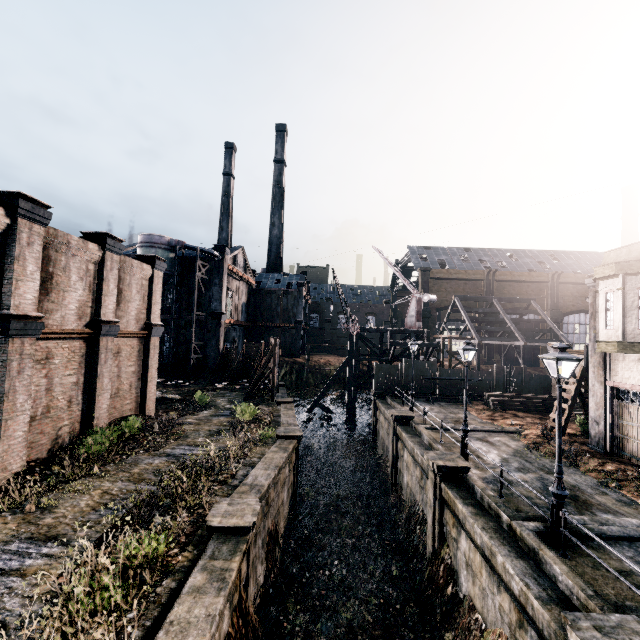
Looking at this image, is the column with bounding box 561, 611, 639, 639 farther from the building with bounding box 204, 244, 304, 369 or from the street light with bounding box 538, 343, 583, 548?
the building with bounding box 204, 244, 304, 369

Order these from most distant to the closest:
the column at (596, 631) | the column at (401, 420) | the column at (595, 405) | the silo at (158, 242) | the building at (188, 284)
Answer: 1. the building at (188, 284)
2. the silo at (158, 242)
3. the column at (401, 420)
4. the column at (595, 405)
5. the column at (596, 631)

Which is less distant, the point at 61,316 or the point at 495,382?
the point at 61,316

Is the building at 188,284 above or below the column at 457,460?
above

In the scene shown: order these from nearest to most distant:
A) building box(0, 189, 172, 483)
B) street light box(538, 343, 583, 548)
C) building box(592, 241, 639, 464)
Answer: street light box(538, 343, 583, 548) < building box(0, 189, 172, 483) < building box(592, 241, 639, 464)

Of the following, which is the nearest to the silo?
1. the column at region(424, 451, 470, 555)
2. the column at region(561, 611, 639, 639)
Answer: the column at region(424, 451, 470, 555)

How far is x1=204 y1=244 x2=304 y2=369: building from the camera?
41.0m

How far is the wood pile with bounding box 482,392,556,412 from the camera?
26.3 meters
